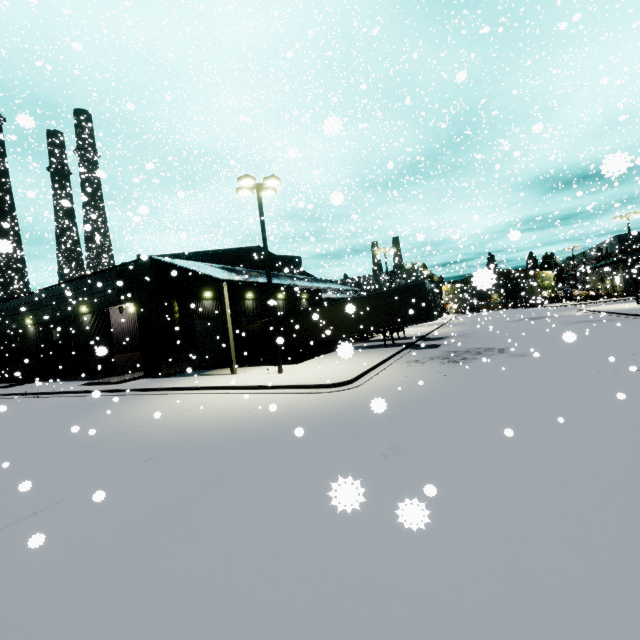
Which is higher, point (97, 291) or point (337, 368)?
point (97, 291)

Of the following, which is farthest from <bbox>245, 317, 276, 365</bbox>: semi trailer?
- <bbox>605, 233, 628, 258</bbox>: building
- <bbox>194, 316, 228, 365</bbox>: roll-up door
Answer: <bbox>194, 316, 228, 365</bbox>: roll-up door

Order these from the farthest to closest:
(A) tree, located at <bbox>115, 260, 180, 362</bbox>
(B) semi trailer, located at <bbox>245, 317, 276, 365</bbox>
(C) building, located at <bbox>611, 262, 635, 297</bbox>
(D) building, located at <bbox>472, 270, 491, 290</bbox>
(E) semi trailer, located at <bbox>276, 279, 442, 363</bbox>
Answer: (C) building, located at <bbox>611, 262, 635, 297</bbox> < (B) semi trailer, located at <bbox>245, 317, 276, 365</bbox> < (E) semi trailer, located at <bbox>276, 279, 442, 363</bbox> < (A) tree, located at <bbox>115, 260, 180, 362</bbox> < (D) building, located at <bbox>472, 270, 491, 290</bbox>

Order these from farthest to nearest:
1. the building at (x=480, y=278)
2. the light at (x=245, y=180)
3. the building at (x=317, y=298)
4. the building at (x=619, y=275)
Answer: the building at (x=619, y=275) → the building at (x=317, y=298) → the light at (x=245, y=180) → the building at (x=480, y=278)

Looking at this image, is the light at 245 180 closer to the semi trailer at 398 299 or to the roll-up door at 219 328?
the semi trailer at 398 299

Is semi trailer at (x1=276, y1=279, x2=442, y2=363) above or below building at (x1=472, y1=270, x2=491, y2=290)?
below

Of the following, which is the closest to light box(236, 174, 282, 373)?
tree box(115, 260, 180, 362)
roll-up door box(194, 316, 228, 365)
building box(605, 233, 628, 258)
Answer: building box(605, 233, 628, 258)

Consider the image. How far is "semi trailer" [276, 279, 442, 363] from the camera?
21.1 meters
